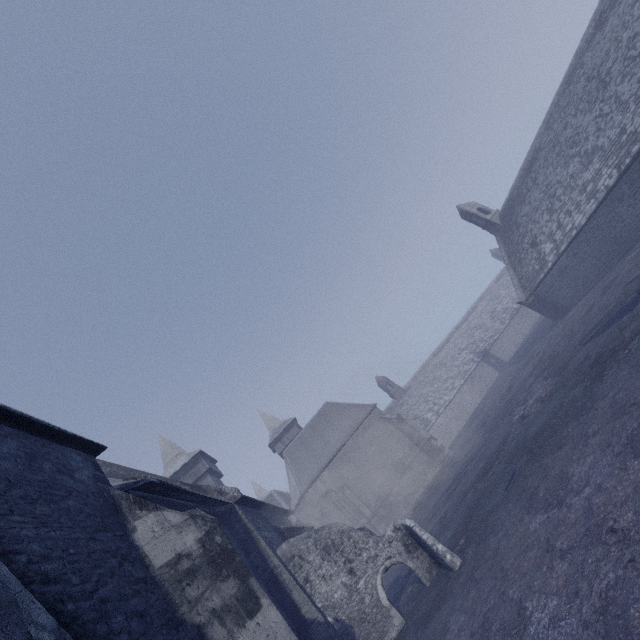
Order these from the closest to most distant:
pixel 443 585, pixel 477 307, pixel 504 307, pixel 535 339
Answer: pixel 443 585
pixel 535 339
pixel 504 307
pixel 477 307
